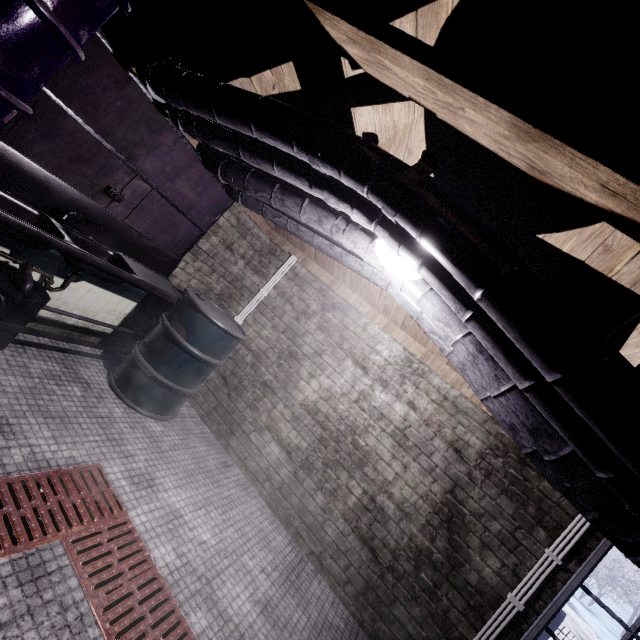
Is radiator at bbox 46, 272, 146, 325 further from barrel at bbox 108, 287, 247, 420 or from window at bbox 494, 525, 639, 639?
window at bbox 494, 525, 639, 639

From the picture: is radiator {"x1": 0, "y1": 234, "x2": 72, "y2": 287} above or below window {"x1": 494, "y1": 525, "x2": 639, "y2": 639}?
below

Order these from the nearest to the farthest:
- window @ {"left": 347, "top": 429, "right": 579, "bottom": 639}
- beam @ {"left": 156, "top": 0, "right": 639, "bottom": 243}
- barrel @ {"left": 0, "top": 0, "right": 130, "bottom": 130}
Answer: beam @ {"left": 156, "top": 0, "right": 639, "bottom": 243}
barrel @ {"left": 0, "top": 0, "right": 130, "bottom": 130}
window @ {"left": 347, "top": 429, "right": 579, "bottom": 639}

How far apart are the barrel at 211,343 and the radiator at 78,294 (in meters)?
0.39

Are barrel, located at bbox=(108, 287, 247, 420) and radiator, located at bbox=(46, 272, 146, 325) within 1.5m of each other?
yes

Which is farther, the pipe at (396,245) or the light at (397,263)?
the light at (397,263)

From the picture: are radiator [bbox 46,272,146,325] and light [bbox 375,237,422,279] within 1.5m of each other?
no

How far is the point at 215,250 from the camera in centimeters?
350cm
